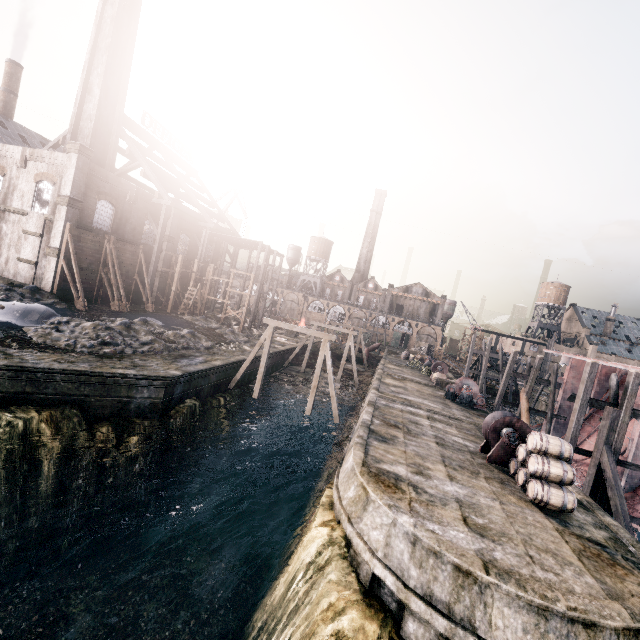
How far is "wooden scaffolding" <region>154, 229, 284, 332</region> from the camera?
38.73m

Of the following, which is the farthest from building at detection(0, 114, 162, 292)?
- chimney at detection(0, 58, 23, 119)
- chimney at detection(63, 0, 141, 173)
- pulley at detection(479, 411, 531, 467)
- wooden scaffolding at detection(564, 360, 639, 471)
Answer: wooden scaffolding at detection(564, 360, 639, 471)

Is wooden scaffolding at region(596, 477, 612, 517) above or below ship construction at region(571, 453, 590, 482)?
above

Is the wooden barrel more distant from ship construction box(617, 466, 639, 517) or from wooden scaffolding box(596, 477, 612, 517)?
ship construction box(617, 466, 639, 517)

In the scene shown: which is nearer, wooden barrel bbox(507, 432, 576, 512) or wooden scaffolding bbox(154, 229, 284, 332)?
wooden barrel bbox(507, 432, 576, 512)

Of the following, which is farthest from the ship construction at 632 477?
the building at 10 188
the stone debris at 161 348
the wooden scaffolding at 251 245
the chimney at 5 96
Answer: the chimney at 5 96

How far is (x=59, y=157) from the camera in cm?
2786

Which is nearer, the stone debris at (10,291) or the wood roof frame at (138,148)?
the stone debris at (10,291)
